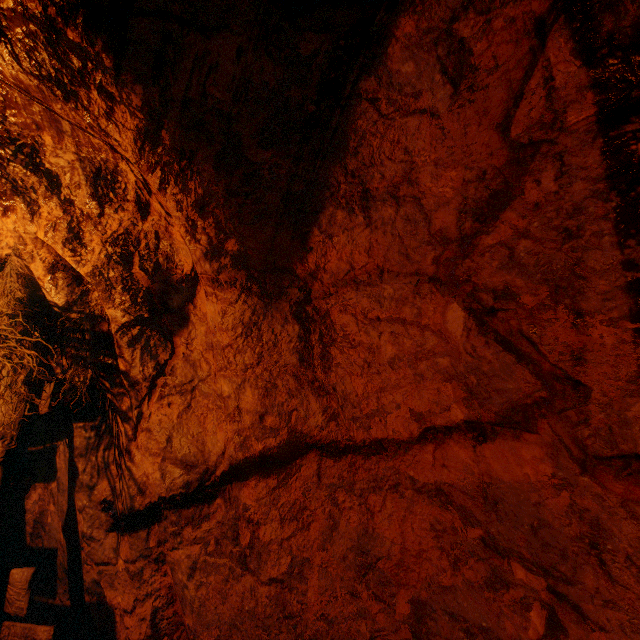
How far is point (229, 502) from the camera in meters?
2.0 m
